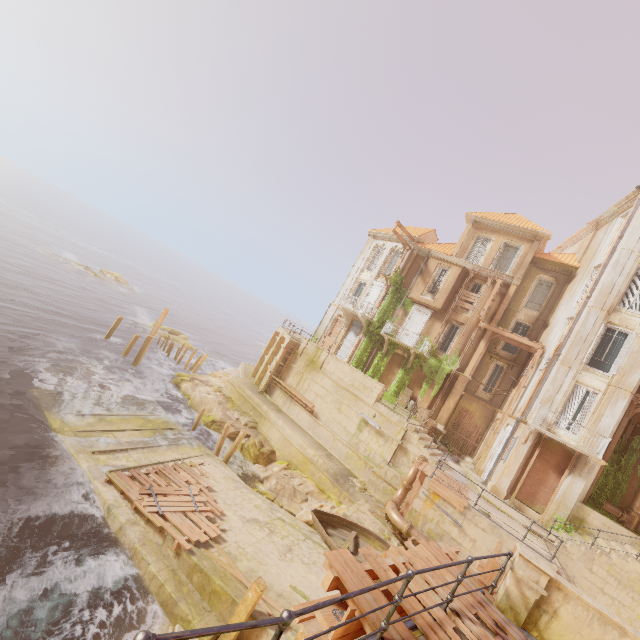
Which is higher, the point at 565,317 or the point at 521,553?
the point at 565,317

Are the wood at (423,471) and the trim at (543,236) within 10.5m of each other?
no

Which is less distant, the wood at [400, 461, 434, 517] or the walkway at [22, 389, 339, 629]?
the walkway at [22, 389, 339, 629]

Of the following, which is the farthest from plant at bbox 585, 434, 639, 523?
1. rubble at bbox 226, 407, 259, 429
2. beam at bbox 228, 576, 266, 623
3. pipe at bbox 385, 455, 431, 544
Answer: beam at bbox 228, 576, 266, 623

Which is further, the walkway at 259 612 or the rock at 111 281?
the rock at 111 281

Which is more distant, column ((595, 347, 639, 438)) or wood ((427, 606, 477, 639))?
column ((595, 347, 639, 438))

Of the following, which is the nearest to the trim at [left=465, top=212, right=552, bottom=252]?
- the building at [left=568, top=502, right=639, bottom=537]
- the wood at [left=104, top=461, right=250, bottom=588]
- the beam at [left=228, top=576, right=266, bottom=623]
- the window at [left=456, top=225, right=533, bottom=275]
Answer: the window at [left=456, top=225, right=533, bottom=275]

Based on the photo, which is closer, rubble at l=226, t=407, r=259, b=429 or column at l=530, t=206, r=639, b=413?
column at l=530, t=206, r=639, b=413
